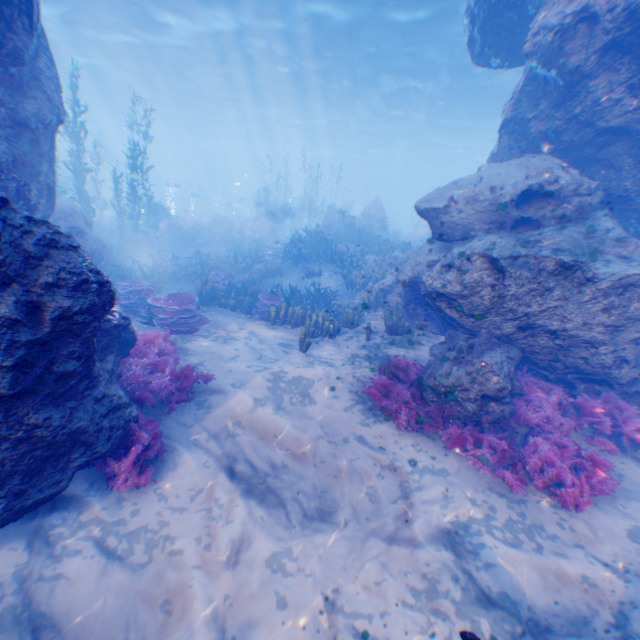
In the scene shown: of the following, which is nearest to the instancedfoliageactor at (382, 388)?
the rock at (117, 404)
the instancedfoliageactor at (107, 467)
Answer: the rock at (117, 404)

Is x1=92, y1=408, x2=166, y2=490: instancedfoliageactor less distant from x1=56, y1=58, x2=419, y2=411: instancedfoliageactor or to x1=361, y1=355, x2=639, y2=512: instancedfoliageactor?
x1=361, y1=355, x2=639, y2=512: instancedfoliageactor

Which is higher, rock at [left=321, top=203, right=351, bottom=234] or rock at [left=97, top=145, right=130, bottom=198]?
rock at [left=97, top=145, right=130, bottom=198]

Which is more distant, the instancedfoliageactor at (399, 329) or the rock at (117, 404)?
the instancedfoliageactor at (399, 329)

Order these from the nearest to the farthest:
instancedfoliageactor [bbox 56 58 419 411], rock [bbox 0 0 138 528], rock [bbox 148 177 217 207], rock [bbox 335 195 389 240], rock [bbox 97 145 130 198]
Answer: rock [bbox 0 0 138 528]
instancedfoliageactor [bbox 56 58 419 411]
rock [bbox 335 195 389 240]
rock [bbox 97 145 130 198]
rock [bbox 148 177 217 207]

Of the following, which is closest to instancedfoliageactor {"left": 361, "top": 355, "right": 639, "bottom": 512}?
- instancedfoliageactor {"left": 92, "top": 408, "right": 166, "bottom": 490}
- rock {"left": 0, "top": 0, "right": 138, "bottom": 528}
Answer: rock {"left": 0, "top": 0, "right": 138, "bottom": 528}

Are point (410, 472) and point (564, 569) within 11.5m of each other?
yes
